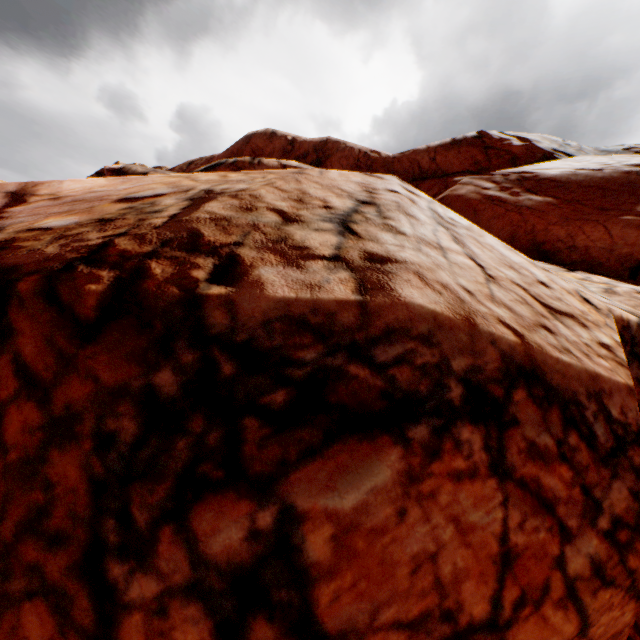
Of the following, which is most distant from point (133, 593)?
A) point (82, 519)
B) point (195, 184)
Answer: point (195, 184)
